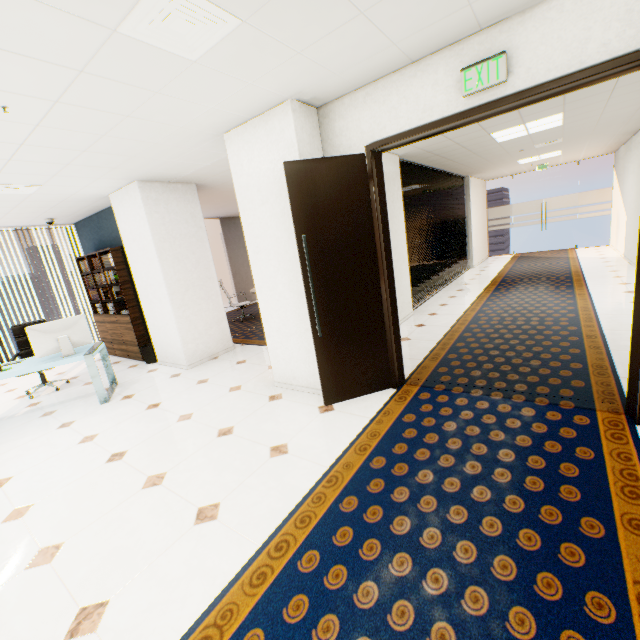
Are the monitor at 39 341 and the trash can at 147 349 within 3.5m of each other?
yes

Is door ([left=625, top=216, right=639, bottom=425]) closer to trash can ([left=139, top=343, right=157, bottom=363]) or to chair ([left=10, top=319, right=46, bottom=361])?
trash can ([left=139, top=343, right=157, bottom=363])

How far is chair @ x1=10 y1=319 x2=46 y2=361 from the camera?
5.40m

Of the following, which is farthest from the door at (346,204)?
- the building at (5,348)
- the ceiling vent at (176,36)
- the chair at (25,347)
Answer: the building at (5,348)

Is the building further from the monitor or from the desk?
the monitor

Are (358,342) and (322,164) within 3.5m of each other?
yes

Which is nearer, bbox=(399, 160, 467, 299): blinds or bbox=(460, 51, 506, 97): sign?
bbox=(460, 51, 506, 97): sign

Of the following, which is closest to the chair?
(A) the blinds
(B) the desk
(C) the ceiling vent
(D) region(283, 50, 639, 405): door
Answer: (B) the desk
